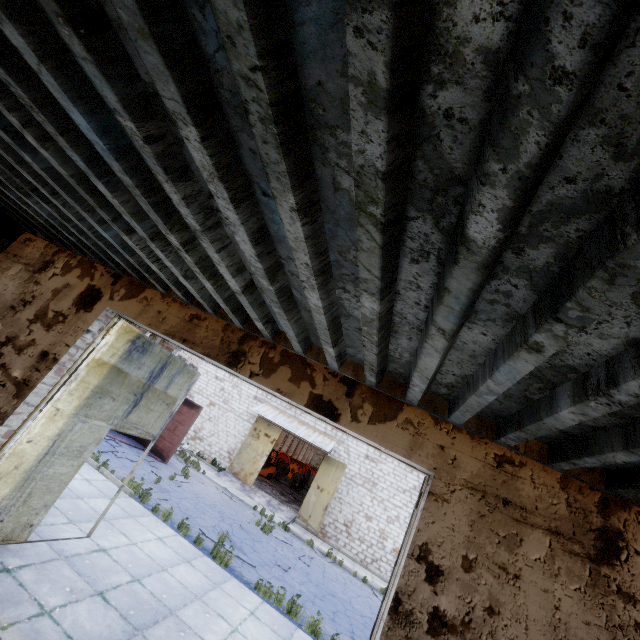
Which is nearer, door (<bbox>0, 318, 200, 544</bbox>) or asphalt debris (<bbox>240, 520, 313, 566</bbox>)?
door (<bbox>0, 318, 200, 544</bbox>)

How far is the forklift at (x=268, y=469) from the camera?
27.31m

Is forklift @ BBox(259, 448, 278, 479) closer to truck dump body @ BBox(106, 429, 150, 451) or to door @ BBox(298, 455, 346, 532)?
door @ BBox(298, 455, 346, 532)

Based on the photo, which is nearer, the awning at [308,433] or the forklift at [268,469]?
the awning at [308,433]

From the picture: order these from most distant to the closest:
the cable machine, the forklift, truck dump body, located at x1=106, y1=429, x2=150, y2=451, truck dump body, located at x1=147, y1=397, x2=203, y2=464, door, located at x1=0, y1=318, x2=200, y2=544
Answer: the cable machine
the forklift
truck dump body, located at x1=147, y1=397, x2=203, y2=464
truck dump body, located at x1=106, y1=429, x2=150, y2=451
door, located at x1=0, y1=318, x2=200, y2=544

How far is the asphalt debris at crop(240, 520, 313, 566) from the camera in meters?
13.0

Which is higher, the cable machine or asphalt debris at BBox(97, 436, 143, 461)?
the cable machine

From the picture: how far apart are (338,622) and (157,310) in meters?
10.5 m
